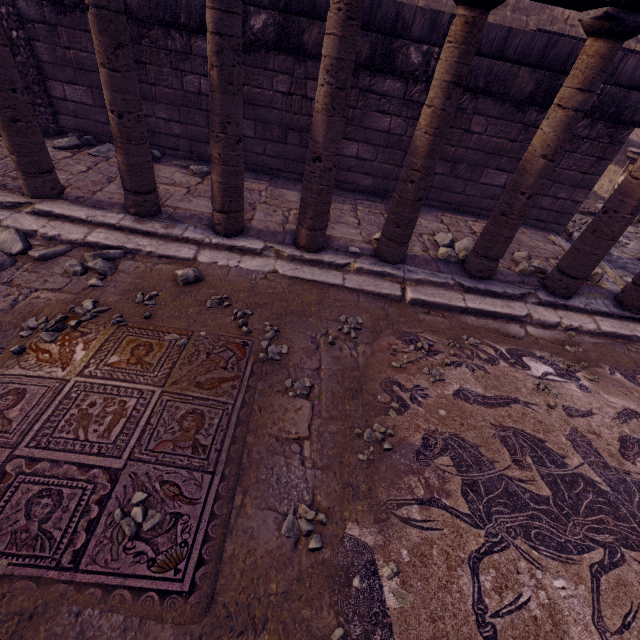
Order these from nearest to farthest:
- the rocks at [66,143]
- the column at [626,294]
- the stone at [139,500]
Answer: the stone at [139,500]
the column at [626,294]
the rocks at [66,143]

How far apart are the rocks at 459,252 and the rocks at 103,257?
4.0m

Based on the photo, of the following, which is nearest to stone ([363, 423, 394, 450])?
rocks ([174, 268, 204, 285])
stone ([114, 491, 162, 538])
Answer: stone ([114, 491, 162, 538])

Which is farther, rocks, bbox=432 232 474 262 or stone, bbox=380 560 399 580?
rocks, bbox=432 232 474 262

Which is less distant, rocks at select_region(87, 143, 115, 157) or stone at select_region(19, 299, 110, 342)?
stone at select_region(19, 299, 110, 342)

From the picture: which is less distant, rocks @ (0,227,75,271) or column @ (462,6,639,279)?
column @ (462,6,639,279)

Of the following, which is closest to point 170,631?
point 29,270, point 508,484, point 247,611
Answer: point 247,611

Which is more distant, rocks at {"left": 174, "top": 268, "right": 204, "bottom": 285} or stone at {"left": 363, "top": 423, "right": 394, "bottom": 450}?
rocks at {"left": 174, "top": 268, "right": 204, "bottom": 285}
